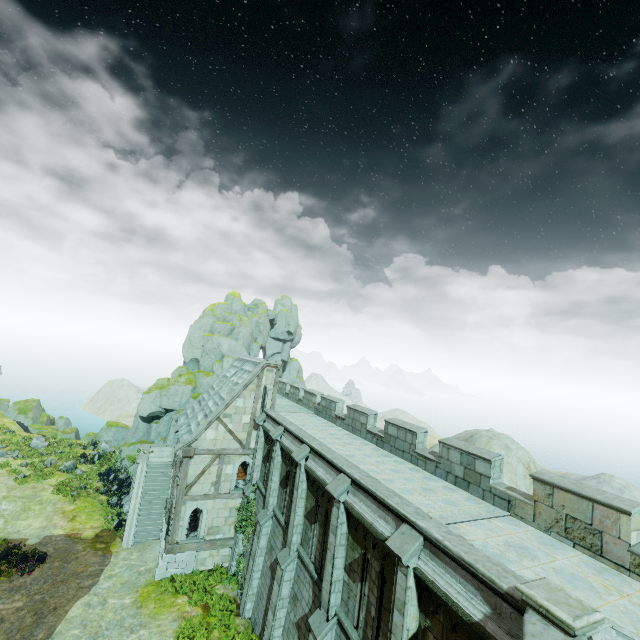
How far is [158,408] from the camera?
33.8 meters

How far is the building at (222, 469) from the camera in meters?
19.7 m

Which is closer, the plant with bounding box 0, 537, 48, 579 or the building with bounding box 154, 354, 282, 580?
the plant with bounding box 0, 537, 48, 579

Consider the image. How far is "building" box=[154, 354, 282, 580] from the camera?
19.7 meters

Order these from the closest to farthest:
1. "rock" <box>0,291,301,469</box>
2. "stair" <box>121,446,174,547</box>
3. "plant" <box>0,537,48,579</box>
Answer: "plant" <box>0,537,48,579</box> < "stair" <box>121,446,174,547</box> < "rock" <box>0,291,301,469</box>

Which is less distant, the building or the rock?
the building

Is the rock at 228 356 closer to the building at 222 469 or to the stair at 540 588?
the building at 222 469

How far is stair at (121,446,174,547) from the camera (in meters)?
22.45
